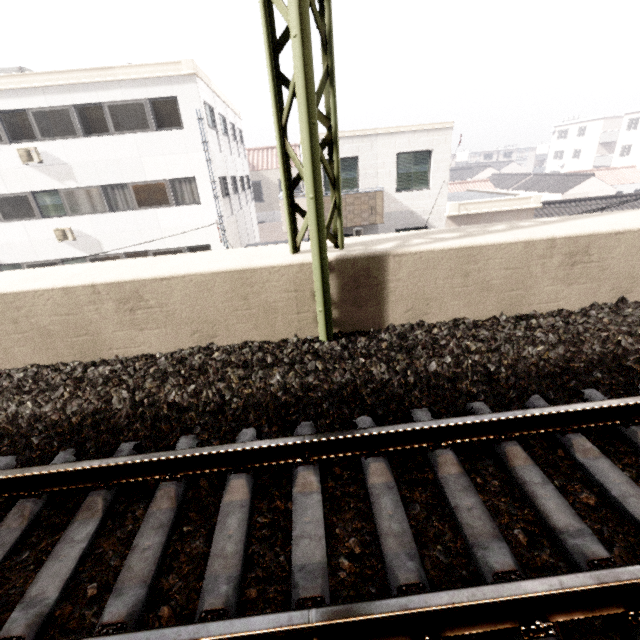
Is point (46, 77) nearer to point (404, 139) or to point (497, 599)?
point (404, 139)

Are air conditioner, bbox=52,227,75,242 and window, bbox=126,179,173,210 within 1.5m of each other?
no

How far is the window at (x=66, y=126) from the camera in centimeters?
1289cm

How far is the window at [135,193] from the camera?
14.24m

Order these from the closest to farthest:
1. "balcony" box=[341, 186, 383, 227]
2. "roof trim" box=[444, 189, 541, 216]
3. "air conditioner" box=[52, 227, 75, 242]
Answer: "balcony" box=[341, 186, 383, 227], "roof trim" box=[444, 189, 541, 216], "air conditioner" box=[52, 227, 75, 242]

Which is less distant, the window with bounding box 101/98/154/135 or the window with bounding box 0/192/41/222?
the window with bounding box 101/98/154/135

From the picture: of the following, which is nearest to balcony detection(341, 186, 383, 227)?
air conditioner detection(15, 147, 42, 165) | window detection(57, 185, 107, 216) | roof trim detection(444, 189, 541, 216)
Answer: roof trim detection(444, 189, 541, 216)

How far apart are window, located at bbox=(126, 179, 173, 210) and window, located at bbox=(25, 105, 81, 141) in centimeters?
213cm
